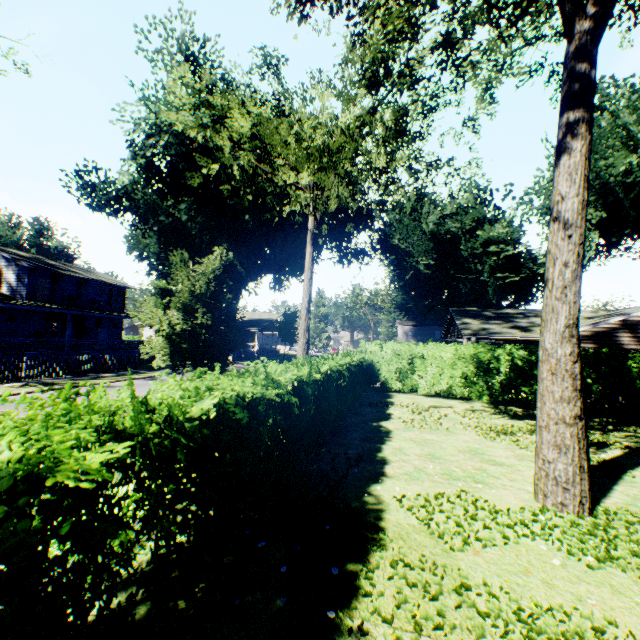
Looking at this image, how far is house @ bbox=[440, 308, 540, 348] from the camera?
19.6 meters

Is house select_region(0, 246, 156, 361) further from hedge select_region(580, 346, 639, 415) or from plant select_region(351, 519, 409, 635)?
hedge select_region(580, 346, 639, 415)

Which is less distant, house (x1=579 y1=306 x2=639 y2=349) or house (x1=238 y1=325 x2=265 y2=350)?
house (x1=579 y1=306 x2=639 y2=349)

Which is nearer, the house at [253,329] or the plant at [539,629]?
the plant at [539,629]

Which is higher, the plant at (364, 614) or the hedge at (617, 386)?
the hedge at (617, 386)

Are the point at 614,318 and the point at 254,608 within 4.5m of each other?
no

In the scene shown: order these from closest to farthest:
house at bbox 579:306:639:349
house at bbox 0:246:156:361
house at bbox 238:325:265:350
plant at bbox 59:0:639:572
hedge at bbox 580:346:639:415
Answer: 1. plant at bbox 59:0:639:572
2. hedge at bbox 580:346:639:415
3. house at bbox 579:306:639:349
4. house at bbox 0:246:156:361
5. house at bbox 238:325:265:350

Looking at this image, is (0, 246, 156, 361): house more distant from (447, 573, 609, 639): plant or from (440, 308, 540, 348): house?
(440, 308, 540, 348): house
